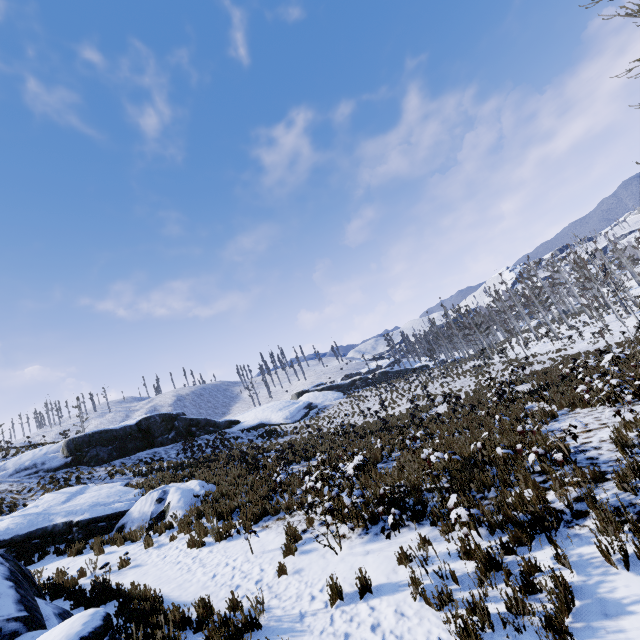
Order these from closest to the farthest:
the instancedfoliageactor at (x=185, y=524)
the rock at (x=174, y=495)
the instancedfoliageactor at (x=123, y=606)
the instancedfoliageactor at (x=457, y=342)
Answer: the rock at (x=174, y=495)
the instancedfoliageactor at (x=123, y=606)
the instancedfoliageactor at (x=185, y=524)
the instancedfoliageactor at (x=457, y=342)

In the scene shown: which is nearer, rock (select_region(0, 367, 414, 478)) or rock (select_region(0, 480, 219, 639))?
rock (select_region(0, 480, 219, 639))

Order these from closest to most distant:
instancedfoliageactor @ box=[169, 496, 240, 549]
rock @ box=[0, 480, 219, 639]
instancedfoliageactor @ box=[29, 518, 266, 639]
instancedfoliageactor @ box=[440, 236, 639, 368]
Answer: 1. rock @ box=[0, 480, 219, 639]
2. instancedfoliageactor @ box=[29, 518, 266, 639]
3. instancedfoliageactor @ box=[169, 496, 240, 549]
4. instancedfoliageactor @ box=[440, 236, 639, 368]

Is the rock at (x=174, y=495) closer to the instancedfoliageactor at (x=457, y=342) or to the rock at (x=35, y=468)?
the rock at (x=35, y=468)

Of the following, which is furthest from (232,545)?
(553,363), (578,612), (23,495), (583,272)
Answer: (583,272)

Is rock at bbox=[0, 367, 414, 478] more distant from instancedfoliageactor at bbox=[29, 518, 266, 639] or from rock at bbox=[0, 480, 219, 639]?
instancedfoliageactor at bbox=[29, 518, 266, 639]

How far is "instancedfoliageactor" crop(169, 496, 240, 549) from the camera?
9.28m

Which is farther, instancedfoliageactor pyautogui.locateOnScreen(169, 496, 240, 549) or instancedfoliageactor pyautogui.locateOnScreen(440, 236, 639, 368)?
instancedfoliageactor pyautogui.locateOnScreen(440, 236, 639, 368)
